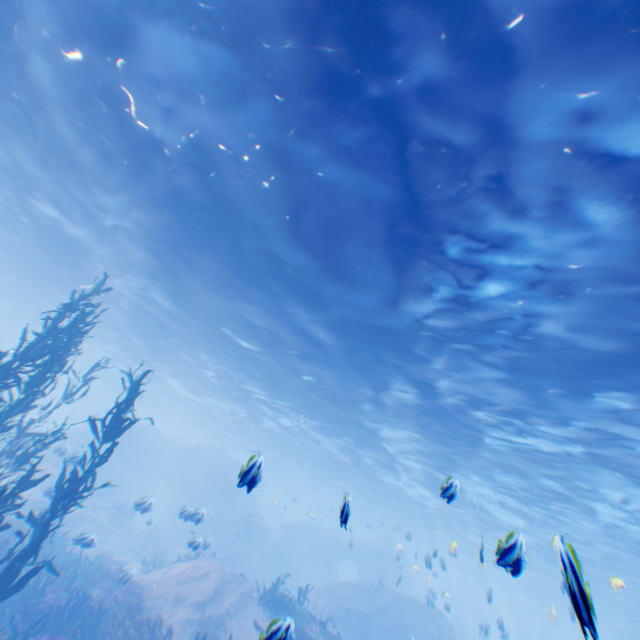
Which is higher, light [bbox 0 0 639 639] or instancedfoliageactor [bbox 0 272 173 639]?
light [bbox 0 0 639 639]

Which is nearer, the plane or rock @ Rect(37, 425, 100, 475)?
the plane

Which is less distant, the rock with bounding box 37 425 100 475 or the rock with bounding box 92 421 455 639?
the rock with bounding box 37 425 100 475

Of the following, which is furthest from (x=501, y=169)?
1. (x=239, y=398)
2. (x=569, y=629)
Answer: (x=569, y=629)

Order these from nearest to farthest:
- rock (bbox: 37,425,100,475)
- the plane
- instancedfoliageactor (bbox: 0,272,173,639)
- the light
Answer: the plane, the light, instancedfoliageactor (bbox: 0,272,173,639), rock (bbox: 37,425,100,475)

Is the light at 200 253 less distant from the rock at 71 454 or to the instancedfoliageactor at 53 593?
the rock at 71 454

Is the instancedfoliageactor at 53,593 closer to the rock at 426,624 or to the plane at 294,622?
the rock at 426,624

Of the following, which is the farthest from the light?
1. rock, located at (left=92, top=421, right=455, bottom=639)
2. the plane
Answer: the plane
